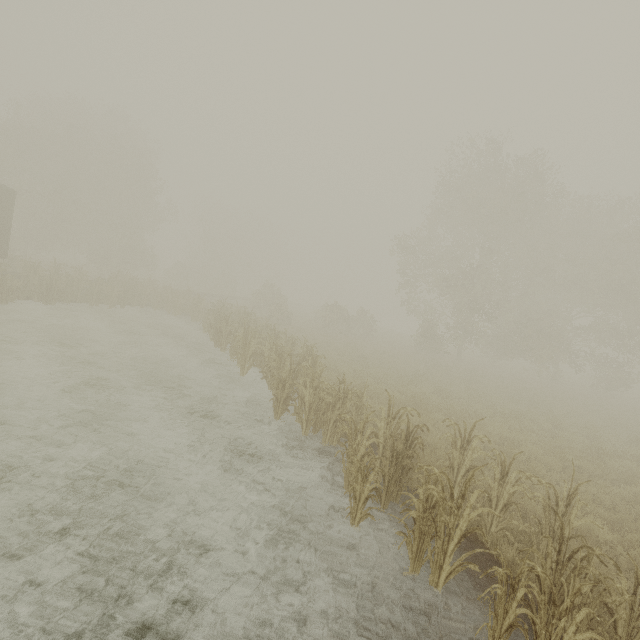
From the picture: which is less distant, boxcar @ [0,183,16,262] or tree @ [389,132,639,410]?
boxcar @ [0,183,16,262]

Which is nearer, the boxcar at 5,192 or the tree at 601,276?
the boxcar at 5,192

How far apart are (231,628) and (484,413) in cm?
1243
